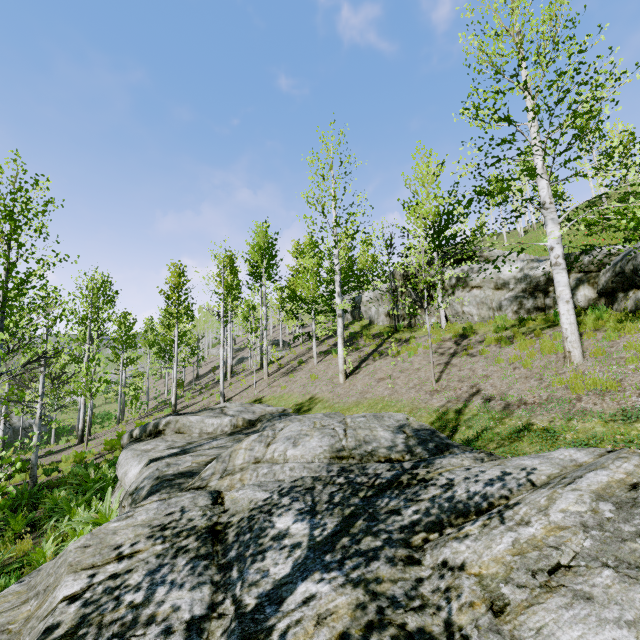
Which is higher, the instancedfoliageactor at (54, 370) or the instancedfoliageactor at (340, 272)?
the instancedfoliageactor at (340, 272)

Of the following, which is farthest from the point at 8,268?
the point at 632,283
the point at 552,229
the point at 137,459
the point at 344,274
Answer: the point at 344,274

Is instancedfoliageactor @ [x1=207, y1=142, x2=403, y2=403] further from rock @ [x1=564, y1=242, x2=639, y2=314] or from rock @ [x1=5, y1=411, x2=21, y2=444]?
rock @ [x1=564, y1=242, x2=639, y2=314]

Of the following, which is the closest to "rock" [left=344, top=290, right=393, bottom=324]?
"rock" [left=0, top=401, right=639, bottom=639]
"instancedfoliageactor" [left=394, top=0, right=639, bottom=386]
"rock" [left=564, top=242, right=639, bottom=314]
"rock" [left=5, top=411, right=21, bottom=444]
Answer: "rock" [left=564, top=242, right=639, bottom=314]

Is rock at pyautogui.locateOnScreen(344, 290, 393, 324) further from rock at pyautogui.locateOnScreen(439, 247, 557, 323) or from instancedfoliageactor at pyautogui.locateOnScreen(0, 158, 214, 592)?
instancedfoliageactor at pyautogui.locateOnScreen(0, 158, 214, 592)

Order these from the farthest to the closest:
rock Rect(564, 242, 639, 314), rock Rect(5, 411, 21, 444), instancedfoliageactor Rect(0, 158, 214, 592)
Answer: rock Rect(5, 411, 21, 444) → rock Rect(564, 242, 639, 314) → instancedfoliageactor Rect(0, 158, 214, 592)

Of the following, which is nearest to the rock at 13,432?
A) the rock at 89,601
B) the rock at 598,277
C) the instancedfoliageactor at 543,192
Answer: the instancedfoliageactor at 543,192

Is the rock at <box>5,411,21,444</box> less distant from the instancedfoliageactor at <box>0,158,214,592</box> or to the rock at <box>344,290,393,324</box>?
the instancedfoliageactor at <box>0,158,214,592</box>
